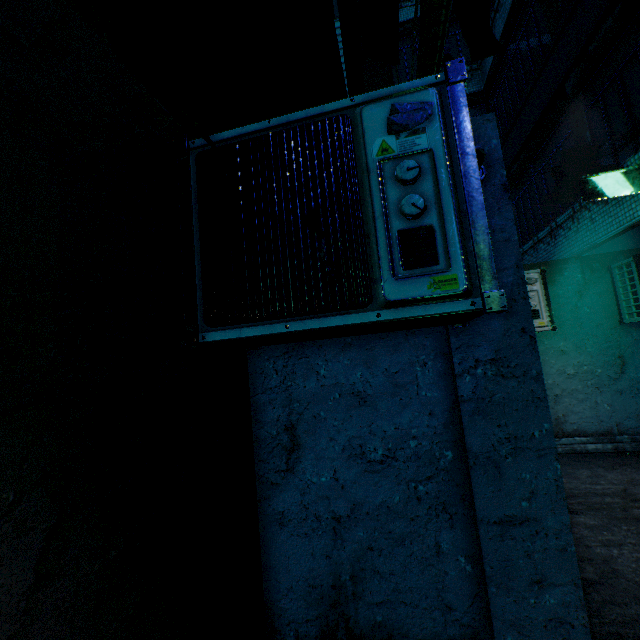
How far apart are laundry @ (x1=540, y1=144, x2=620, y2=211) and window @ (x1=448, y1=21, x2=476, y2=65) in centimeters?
754cm

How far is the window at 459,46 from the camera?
9.70m

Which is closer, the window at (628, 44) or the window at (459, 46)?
A: the window at (628, 44)

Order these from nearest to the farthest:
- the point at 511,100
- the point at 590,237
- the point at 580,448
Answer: the point at 580,448
the point at 590,237
the point at 511,100

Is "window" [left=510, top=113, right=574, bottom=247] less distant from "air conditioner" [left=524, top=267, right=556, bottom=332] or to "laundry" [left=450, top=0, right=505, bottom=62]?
"air conditioner" [left=524, top=267, right=556, bottom=332]

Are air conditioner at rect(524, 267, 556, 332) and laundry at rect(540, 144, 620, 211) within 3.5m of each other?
yes

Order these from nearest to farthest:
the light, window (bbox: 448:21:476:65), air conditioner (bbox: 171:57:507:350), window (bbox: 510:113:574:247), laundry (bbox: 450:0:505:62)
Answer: air conditioner (bbox: 171:57:507:350) → laundry (bbox: 450:0:505:62) → the light → window (bbox: 510:113:574:247) → window (bbox: 448:21:476:65)

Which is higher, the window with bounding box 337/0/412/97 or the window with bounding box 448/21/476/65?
the window with bounding box 448/21/476/65
